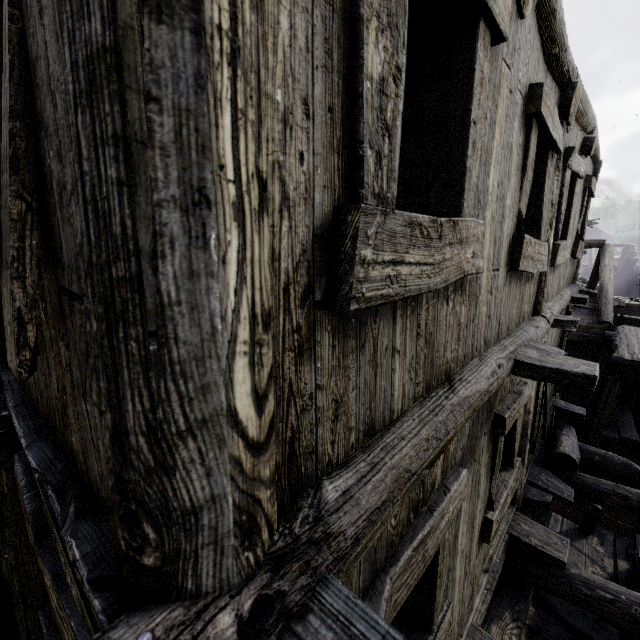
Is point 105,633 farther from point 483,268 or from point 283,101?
point 483,268
